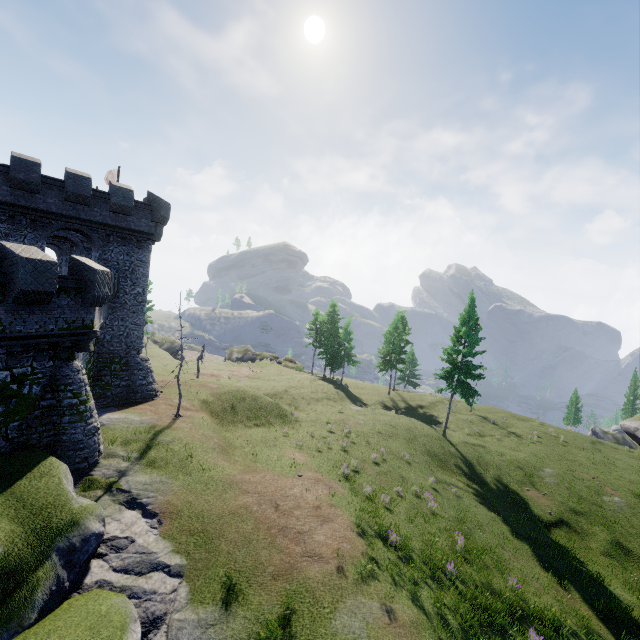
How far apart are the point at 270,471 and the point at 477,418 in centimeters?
3618cm
